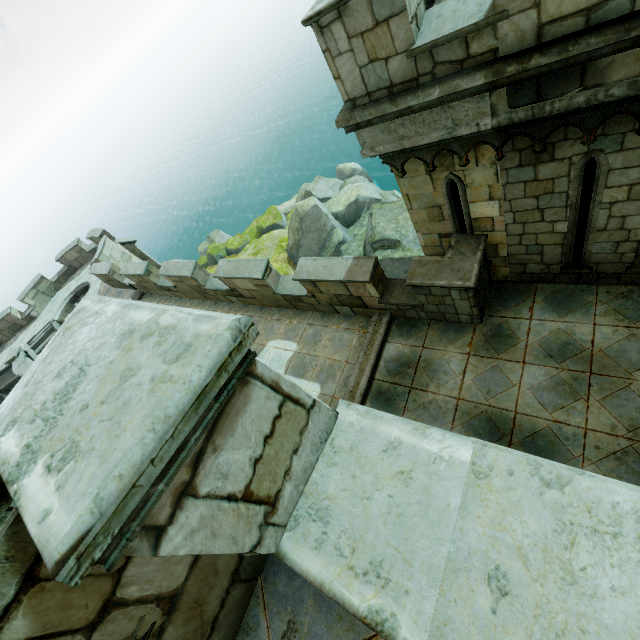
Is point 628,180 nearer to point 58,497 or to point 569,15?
point 569,15

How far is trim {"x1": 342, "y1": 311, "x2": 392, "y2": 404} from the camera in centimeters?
755cm

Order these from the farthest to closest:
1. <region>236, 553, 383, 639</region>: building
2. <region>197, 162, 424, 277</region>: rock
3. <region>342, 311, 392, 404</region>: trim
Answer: <region>197, 162, 424, 277</region>: rock, <region>342, 311, 392, 404</region>: trim, <region>236, 553, 383, 639</region>: building

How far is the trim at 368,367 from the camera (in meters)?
7.55

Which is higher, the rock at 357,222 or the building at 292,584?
the building at 292,584

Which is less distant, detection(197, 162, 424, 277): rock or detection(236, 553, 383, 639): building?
detection(236, 553, 383, 639): building

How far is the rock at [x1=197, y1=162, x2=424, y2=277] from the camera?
21.8 meters

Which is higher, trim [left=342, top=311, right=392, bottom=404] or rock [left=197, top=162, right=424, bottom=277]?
trim [left=342, top=311, right=392, bottom=404]
